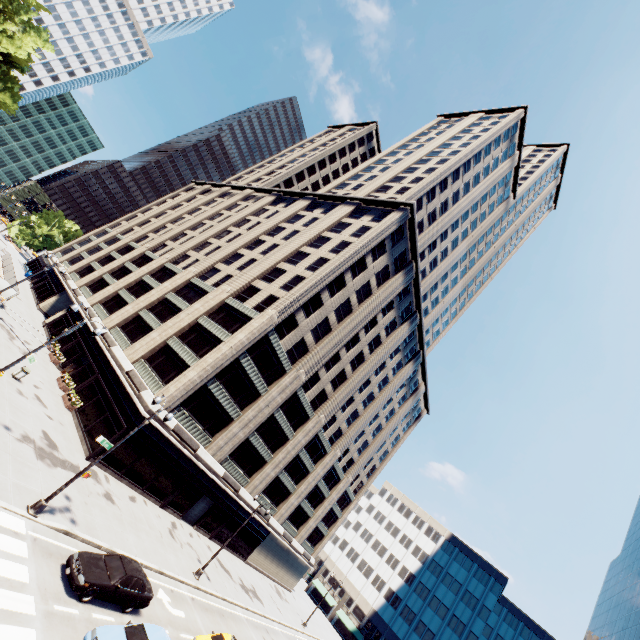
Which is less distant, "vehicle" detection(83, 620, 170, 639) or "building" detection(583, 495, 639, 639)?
"vehicle" detection(83, 620, 170, 639)

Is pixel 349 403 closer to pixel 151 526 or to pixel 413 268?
pixel 413 268

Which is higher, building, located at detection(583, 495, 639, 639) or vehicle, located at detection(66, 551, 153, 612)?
building, located at detection(583, 495, 639, 639)

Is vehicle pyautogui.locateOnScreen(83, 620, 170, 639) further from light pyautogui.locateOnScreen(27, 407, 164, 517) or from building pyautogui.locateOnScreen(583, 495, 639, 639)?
building pyautogui.locateOnScreen(583, 495, 639, 639)

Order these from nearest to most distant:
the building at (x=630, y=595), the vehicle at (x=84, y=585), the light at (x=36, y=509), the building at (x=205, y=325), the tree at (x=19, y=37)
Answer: the vehicle at (x=84, y=585)
the light at (x=36, y=509)
the building at (x=205, y=325)
the building at (x=630, y=595)
the tree at (x=19, y=37)

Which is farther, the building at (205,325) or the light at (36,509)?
the building at (205,325)

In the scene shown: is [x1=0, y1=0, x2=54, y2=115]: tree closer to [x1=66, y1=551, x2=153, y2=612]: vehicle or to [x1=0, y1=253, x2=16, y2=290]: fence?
[x1=0, y1=253, x2=16, y2=290]: fence

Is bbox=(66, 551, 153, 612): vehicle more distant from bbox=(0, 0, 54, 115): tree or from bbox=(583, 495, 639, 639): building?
bbox=(0, 0, 54, 115): tree
